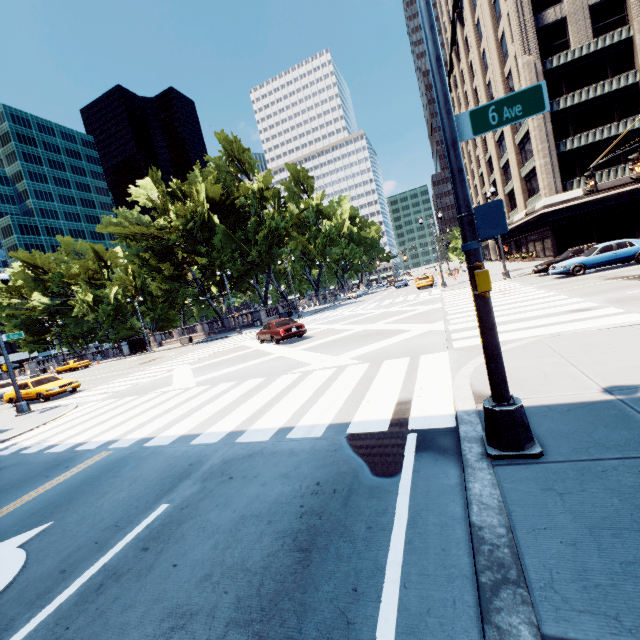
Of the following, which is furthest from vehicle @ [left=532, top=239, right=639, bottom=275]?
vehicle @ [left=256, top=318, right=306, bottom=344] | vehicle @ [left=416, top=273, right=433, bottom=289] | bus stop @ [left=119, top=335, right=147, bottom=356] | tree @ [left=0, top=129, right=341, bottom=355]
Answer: bus stop @ [left=119, top=335, right=147, bottom=356]

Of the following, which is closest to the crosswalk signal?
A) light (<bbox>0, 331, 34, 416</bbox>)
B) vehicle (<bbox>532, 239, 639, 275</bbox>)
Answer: vehicle (<bbox>532, 239, 639, 275</bbox>)

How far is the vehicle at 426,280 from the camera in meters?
37.5 m

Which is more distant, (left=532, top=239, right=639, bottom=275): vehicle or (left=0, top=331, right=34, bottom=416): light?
(left=532, top=239, right=639, bottom=275): vehicle

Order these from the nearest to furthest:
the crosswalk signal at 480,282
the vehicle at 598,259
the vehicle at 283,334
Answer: the crosswalk signal at 480,282, the vehicle at 598,259, the vehicle at 283,334

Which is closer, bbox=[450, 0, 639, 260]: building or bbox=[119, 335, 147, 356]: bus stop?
bbox=[450, 0, 639, 260]: building

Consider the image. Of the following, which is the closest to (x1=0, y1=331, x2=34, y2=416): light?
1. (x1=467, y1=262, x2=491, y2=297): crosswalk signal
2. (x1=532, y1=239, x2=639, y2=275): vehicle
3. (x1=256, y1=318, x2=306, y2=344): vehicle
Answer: (x1=256, y1=318, x2=306, y2=344): vehicle

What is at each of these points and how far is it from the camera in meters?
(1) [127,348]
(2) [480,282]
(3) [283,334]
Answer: (1) bus stop, 44.3 m
(2) crosswalk signal, 3.5 m
(3) vehicle, 18.8 m
